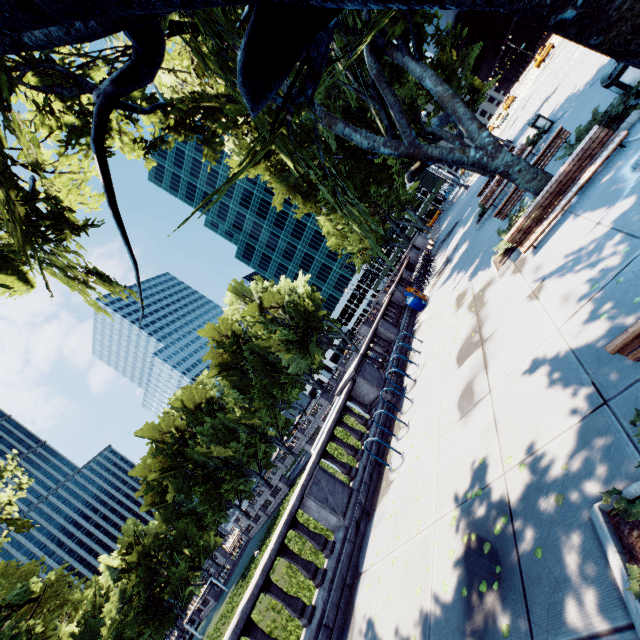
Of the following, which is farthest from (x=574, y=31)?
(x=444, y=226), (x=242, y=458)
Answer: (x=242, y=458)

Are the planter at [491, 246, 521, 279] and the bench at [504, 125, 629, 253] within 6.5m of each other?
yes

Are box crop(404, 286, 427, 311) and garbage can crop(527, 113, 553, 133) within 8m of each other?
no

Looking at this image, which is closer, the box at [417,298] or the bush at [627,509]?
the bush at [627,509]

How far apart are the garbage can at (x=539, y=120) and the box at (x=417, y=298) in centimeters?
968cm

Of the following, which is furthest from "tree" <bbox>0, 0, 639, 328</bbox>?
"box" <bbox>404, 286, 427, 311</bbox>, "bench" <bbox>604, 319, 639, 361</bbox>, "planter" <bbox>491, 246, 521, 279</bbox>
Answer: "box" <bbox>404, 286, 427, 311</bbox>

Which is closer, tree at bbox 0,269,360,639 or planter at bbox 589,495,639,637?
planter at bbox 589,495,639,637

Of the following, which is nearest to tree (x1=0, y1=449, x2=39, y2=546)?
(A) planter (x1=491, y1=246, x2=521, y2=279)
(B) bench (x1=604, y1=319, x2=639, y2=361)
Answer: (B) bench (x1=604, y1=319, x2=639, y2=361)
